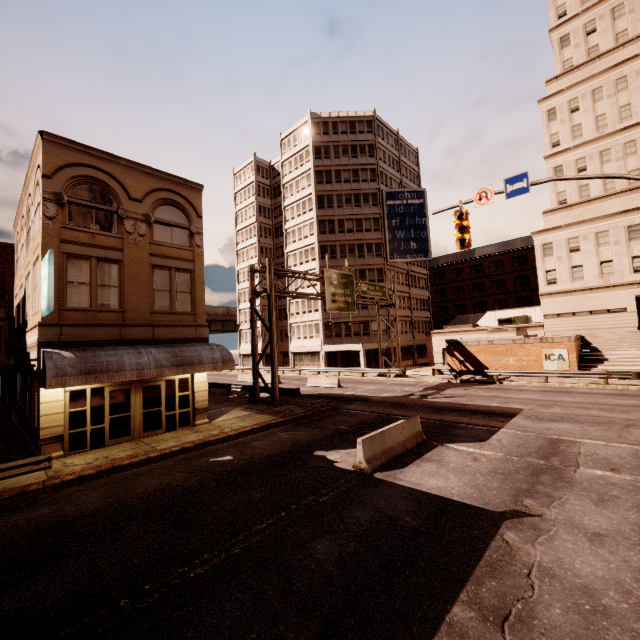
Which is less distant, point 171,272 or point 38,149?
point 38,149

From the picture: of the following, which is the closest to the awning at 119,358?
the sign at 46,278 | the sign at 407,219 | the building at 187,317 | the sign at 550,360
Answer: the building at 187,317

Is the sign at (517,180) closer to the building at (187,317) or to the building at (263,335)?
the building at (187,317)

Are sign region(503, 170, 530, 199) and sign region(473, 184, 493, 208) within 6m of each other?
yes

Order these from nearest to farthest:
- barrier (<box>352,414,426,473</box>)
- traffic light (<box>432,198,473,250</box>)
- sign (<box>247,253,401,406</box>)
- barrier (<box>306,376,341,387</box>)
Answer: barrier (<box>352,414,426,473</box>)
traffic light (<box>432,198,473,250</box>)
sign (<box>247,253,401,406</box>)
barrier (<box>306,376,341,387</box>)

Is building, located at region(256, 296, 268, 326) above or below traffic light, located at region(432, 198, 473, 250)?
Result: above

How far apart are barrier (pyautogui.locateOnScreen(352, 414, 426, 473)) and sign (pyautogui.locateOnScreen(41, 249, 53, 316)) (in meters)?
11.73

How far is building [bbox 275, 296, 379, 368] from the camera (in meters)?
45.19
